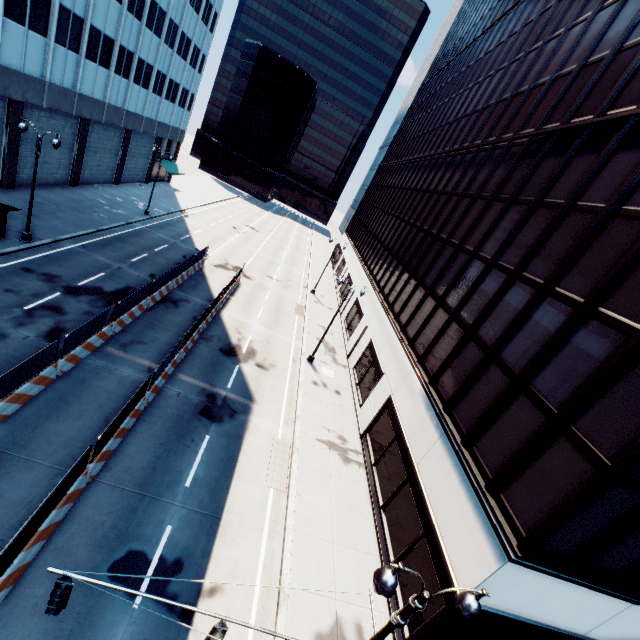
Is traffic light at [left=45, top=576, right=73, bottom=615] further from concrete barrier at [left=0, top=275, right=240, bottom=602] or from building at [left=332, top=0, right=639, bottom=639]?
building at [left=332, top=0, right=639, bottom=639]

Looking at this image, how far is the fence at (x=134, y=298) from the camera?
18.3m

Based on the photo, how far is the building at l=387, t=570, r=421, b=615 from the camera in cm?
1182

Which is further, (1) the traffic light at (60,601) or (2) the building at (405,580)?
(2) the building at (405,580)

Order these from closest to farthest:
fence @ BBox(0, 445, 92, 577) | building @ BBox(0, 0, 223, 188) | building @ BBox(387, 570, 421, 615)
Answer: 1. fence @ BBox(0, 445, 92, 577)
2. building @ BBox(387, 570, 421, 615)
3. building @ BBox(0, 0, 223, 188)

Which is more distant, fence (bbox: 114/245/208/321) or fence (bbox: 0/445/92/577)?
fence (bbox: 114/245/208/321)

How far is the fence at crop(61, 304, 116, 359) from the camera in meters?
14.2

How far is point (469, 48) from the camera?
35.97m
